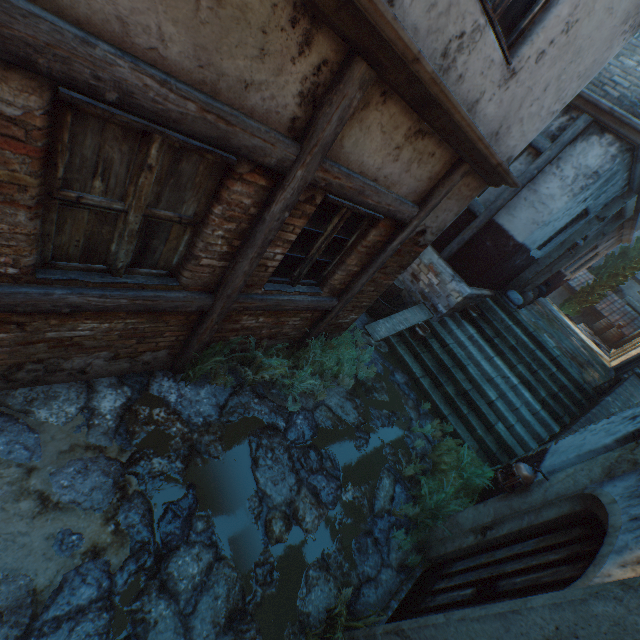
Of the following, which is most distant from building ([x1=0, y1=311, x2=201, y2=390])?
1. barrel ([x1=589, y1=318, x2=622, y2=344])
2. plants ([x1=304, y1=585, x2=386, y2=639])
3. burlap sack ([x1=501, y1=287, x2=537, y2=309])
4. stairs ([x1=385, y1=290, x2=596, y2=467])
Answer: barrel ([x1=589, y1=318, x2=622, y2=344])

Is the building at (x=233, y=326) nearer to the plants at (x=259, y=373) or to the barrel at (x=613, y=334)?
the plants at (x=259, y=373)

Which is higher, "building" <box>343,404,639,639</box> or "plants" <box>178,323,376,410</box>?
"building" <box>343,404,639,639</box>

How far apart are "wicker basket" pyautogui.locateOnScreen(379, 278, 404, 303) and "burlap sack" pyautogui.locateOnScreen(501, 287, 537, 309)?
3.1m

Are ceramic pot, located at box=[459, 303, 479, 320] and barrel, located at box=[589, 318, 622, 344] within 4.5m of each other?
no

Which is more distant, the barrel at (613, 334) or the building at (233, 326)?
the barrel at (613, 334)

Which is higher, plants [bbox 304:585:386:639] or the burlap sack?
the burlap sack

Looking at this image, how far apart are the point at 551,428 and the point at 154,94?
9.0 meters
